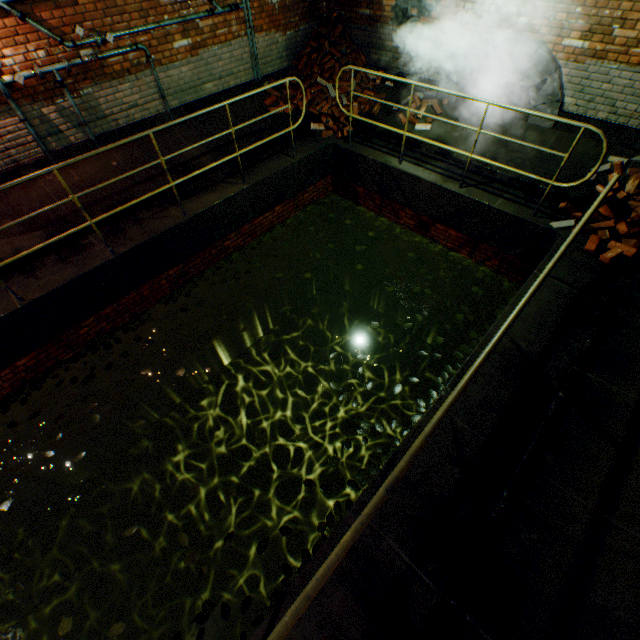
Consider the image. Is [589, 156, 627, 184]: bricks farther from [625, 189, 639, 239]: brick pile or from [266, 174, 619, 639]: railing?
[266, 174, 619, 639]: railing

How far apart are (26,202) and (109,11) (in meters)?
3.25

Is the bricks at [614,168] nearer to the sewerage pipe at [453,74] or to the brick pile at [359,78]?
the sewerage pipe at [453,74]

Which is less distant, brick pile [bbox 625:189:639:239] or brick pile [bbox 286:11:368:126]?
brick pile [bbox 625:189:639:239]

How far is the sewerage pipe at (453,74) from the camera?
5.4 meters

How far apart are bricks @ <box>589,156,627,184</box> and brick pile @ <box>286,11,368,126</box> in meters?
4.4

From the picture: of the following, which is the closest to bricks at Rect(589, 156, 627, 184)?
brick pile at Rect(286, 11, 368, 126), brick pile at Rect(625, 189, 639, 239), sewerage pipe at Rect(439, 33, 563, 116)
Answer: brick pile at Rect(625, 189, 639, 239)

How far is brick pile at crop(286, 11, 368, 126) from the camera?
7.3m
